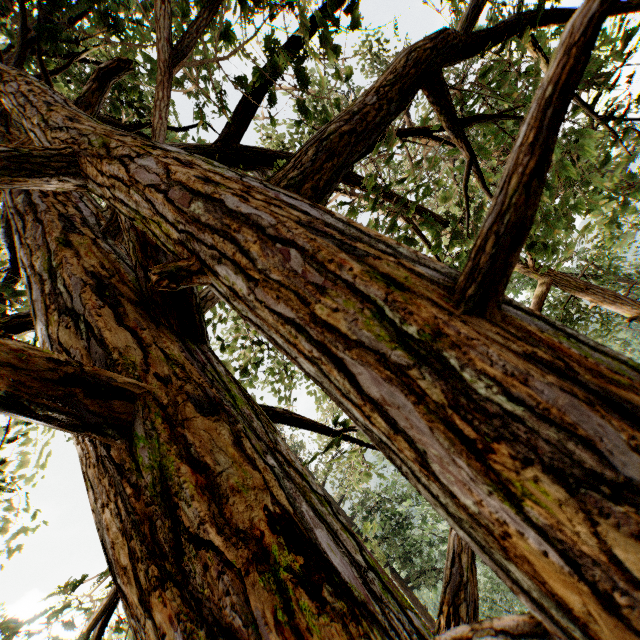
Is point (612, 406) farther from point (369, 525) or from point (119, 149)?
point (369, 525)
